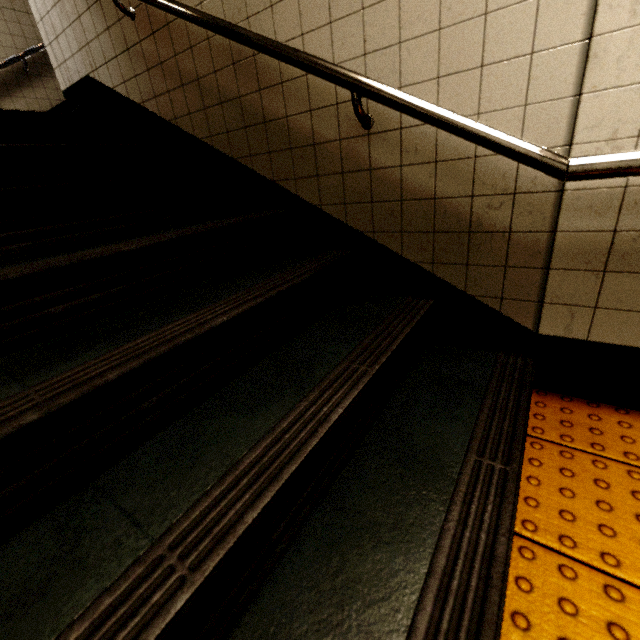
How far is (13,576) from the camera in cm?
59

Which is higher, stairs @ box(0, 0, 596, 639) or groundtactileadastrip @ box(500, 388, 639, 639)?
stairs @ box(0, 0, 596, 639)

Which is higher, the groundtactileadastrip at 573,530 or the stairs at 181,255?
the stairs at 181,255
